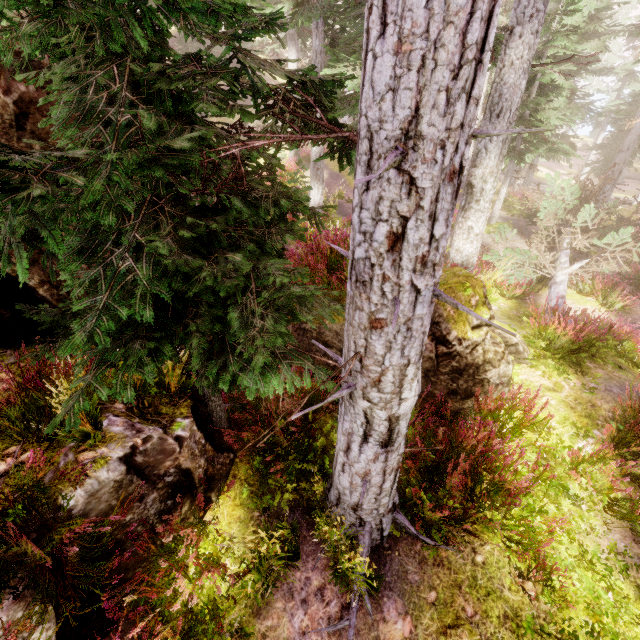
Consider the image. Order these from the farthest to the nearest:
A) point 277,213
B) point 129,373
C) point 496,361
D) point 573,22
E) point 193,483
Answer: point 573,22
point 496,361
point 193,483
point 277,213
point 129,373

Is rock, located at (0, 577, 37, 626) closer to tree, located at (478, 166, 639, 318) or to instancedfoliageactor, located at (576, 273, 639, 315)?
instancedfoliageactor, located at (576, 273, 639, 315)

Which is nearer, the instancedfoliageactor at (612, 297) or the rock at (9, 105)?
the rock at (9, 105)

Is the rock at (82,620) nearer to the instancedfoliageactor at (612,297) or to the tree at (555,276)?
the instancedfoliageactor at (612,297)

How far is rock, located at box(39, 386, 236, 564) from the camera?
3.22m

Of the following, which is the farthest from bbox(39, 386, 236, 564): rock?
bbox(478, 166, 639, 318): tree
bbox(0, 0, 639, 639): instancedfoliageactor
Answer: bbox(478, 166, 639, 318): tree
